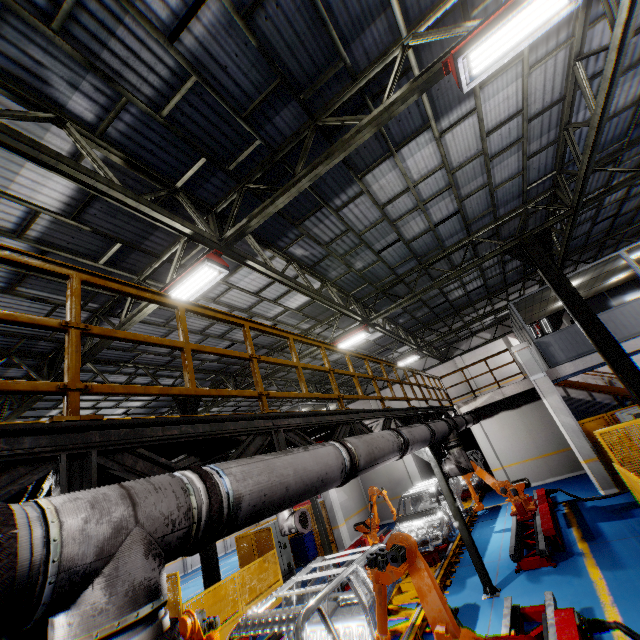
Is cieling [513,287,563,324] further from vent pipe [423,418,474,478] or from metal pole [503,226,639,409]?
vent pipe [423,418,474,478]

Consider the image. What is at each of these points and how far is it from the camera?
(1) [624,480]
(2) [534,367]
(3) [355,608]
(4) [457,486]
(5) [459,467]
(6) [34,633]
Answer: (1) metal panel, 7.5 meters
(2) cement column, 12.2 meters
(3) chassis, 6.2 meters
(4) chassis, 12.4 meters
(5) vent pipe, 8.6 meters
(6) metal pole, 1.6 meters

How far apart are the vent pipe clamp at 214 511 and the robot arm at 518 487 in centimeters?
1082cm

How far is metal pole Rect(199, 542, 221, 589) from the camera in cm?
1059

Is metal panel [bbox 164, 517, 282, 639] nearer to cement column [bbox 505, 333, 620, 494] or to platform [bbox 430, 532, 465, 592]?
cement column [bbox 505, 333, 620, 494]

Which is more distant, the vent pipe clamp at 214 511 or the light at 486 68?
the light at 486 68

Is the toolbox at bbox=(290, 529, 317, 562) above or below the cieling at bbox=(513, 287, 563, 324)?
below

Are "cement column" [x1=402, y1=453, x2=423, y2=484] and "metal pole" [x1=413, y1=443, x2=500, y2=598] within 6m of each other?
no
